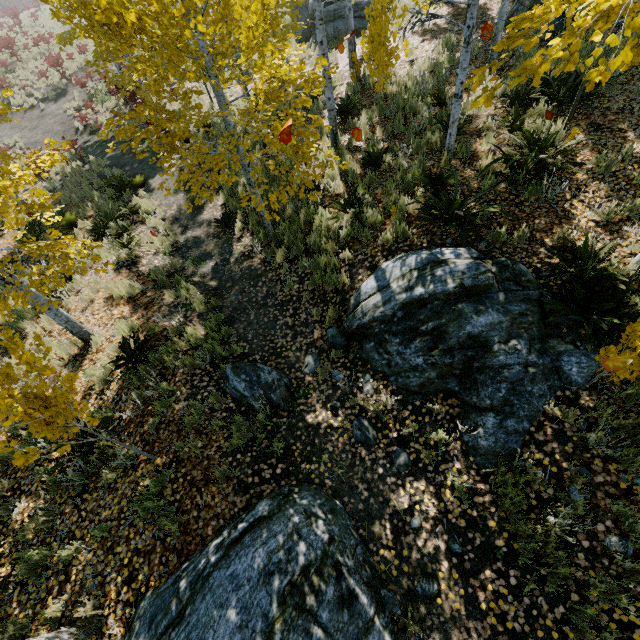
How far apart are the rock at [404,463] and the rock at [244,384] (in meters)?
1.79

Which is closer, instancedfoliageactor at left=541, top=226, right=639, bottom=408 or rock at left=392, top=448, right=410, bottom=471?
instancedfoliageactor at left=541, top=226, right=639, bottom=408

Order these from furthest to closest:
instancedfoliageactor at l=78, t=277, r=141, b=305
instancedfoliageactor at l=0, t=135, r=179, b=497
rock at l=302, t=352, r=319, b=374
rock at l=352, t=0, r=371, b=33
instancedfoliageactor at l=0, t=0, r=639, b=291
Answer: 1. rock at l=352, t=0, r=371, b=33
2. instancedfoliageactor at l=78, t=277, r=141, b=305
3. rock at l=302, t=352, r=319, b=374
4. instancedfoliageactor at l=0, t=0, r=639, b=291
5. instancedfoliageactor at l=0, t=135, r=179, b=497

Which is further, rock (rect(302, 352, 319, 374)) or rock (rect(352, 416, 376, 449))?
rock (rect(302, 352, 319, 374))

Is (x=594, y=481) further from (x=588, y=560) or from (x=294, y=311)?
(x=294, y=311)

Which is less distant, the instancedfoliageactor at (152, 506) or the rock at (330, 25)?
the instancedfoliageactor at (152, 506)

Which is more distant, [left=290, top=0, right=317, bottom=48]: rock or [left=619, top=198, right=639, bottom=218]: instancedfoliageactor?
[left=290, top=0, right=317, bottom=48]: rock

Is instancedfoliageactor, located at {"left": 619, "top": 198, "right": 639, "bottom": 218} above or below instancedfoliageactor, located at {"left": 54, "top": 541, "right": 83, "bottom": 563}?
above
